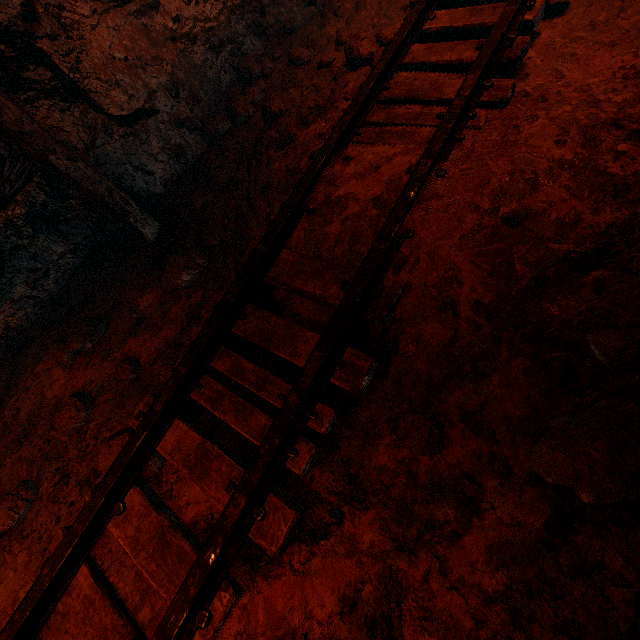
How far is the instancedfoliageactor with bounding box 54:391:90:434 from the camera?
2.15m

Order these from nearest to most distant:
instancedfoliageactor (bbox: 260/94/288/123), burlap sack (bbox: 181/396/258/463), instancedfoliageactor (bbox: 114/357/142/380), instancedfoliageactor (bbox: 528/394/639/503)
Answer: instancedfoliageactor (bbox: 528/394/639/503) < burlap sack (bbox: 181/396/258/463) < instancedfoliageactor (bbox: 114/357/142/380) < instancedfoliageactor (bbox: 260/94/288/123)

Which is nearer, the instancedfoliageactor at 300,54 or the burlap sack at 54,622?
the burlap sack at 54,622

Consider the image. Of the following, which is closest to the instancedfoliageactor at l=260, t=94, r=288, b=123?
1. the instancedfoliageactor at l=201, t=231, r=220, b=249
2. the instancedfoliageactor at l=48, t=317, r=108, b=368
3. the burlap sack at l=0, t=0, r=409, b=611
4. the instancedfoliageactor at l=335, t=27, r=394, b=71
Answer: the burlap sack at l=0, t=0, r=409, b=611

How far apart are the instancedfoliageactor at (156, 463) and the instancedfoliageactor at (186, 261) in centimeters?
104cm

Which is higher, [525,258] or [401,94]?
[401,94]

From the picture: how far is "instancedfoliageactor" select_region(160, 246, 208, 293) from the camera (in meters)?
2.45

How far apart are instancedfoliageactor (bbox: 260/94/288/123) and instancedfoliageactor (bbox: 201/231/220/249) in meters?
1.2 m
